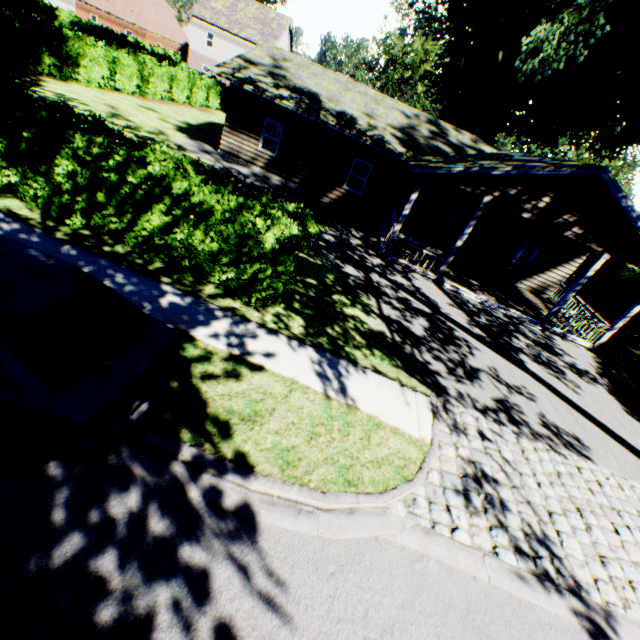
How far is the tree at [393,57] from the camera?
44.7m

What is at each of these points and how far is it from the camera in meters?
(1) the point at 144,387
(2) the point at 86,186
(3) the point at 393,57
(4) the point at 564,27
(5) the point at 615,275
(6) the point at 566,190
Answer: (1) car, 3.9
(2) hedge, 6.8
(3) tree, 48.2
(4) plant, 15.9
(5) hedge, 20.8
(6) house, 11.3

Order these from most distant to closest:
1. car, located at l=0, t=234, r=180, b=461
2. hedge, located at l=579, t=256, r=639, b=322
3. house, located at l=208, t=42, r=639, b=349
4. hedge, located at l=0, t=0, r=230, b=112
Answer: hedge, located at l=579, t=256, r=639, b=322 → hedge, located at l=0, t=0, r=230, b=112 → house, located at l=208, t=42, r=639, b=349 → car, located at l=0, t=234, r=180, b=461

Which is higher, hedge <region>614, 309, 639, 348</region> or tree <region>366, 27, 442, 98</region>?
tree <region>366, 27, 442, 98</region>

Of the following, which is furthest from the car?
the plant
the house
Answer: the house

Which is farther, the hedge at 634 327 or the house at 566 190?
the hedge at 634 327

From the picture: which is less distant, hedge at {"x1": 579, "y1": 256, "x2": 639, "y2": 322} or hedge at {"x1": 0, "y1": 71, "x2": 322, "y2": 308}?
hedge at {"x1": 0, "y1": 71, "x2": 322, "y2": 308}

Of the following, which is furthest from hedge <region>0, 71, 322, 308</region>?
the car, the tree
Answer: the tree
